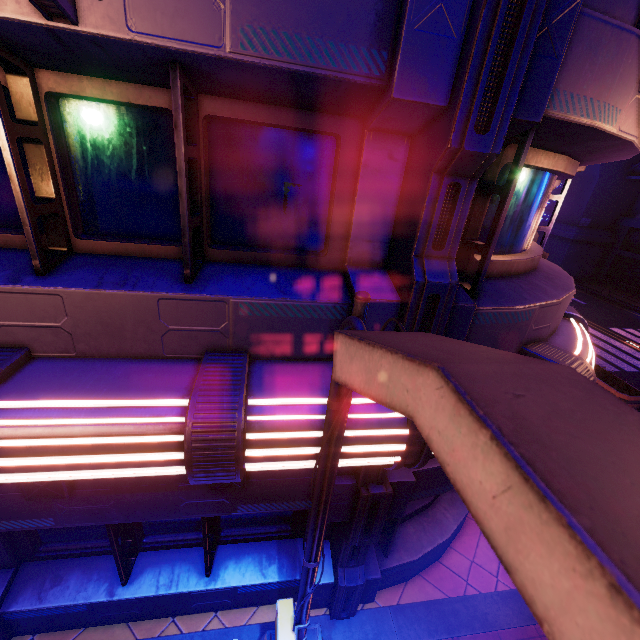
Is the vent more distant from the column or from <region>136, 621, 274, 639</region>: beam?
<region>136, 621, 274, 639</region>: beam

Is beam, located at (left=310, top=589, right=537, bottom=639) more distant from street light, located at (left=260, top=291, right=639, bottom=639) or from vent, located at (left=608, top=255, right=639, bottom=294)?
vent, located at (left=608, top=255, right=639, bottom=294)

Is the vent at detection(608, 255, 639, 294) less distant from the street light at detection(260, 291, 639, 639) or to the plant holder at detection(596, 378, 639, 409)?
the plant holder at detection(596, 378, 639, 409)

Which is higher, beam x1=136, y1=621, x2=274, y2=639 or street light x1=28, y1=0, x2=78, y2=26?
street light x1=28, y1=0, x2=78, y2=26

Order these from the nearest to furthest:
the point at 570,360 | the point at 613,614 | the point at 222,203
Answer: the point at 613,614 < the point at 222,203 < the point at 570,360

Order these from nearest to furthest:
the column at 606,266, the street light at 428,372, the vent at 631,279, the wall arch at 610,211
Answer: the street light at 428,372
the wall arch at 610,211
the vent at 631,279
the column at 606,266

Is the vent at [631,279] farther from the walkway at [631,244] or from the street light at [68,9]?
the street light at [68,9]

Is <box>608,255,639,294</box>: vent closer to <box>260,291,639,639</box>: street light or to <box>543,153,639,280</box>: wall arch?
<box>543,153,639,280</box>: wall arch
